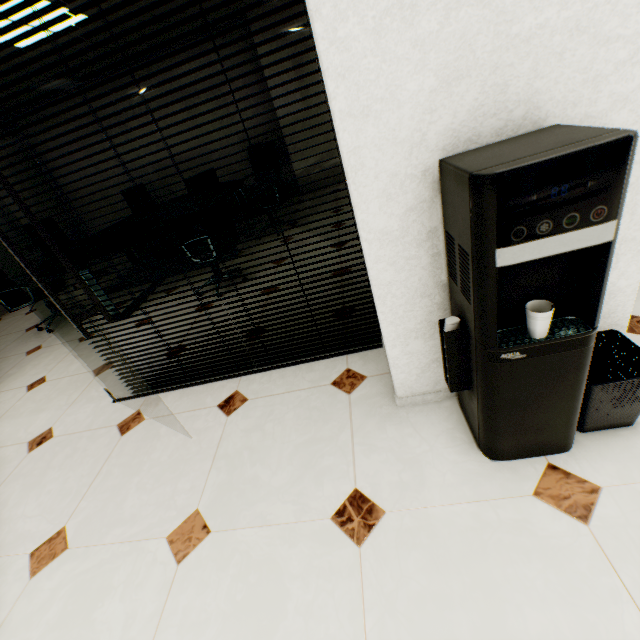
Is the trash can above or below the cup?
below

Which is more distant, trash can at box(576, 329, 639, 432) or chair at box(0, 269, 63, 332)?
chair at box(0, 269, 63, 332)

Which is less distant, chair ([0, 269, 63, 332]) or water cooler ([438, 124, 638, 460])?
water cooler ([438, 124, 638, 460])

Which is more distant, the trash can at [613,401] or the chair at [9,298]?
the chair at [9,298]

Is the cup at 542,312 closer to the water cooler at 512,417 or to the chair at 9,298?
the water cooler at 512,417

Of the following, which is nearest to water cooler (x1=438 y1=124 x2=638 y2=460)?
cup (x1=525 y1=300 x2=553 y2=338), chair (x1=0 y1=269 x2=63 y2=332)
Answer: cup (x1=525 y1=300 x2=553 y2=338)

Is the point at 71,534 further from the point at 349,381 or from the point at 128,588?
the point at 349,381

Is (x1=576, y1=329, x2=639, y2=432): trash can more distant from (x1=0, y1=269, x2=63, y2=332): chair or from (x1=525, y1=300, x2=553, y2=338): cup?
(x1=0, y1=269, x2=63, y2=332): chair
